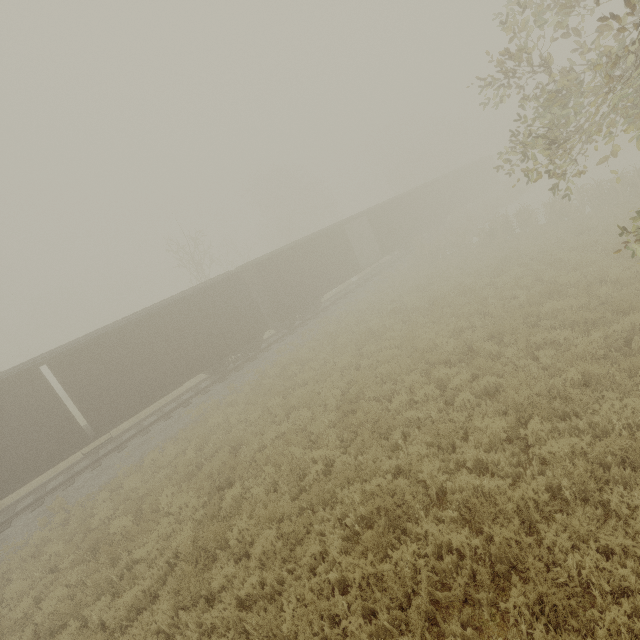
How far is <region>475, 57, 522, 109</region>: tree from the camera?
7.40m

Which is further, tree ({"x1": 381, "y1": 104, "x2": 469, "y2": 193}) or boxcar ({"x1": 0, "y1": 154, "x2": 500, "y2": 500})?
tree ({"x1": 381, "y1": 104, "x2": 469, "y2": 193})

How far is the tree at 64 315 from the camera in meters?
57.4 m

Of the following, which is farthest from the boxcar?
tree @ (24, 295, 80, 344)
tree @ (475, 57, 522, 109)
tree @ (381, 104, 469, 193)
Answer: tree @ (24, 295, 80, 344)

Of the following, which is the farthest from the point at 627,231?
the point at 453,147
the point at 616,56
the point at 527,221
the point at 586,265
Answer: the point at 453,147

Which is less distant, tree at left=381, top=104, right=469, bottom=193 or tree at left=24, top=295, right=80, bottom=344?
tree at left=381, top=104, right=469, bottom=193

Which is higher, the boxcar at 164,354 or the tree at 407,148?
the tree at 407,148

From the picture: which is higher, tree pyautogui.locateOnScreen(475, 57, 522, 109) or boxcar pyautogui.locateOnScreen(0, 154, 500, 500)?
tree pyautogui.locateOnScreen(475, 57, 522, 109)
